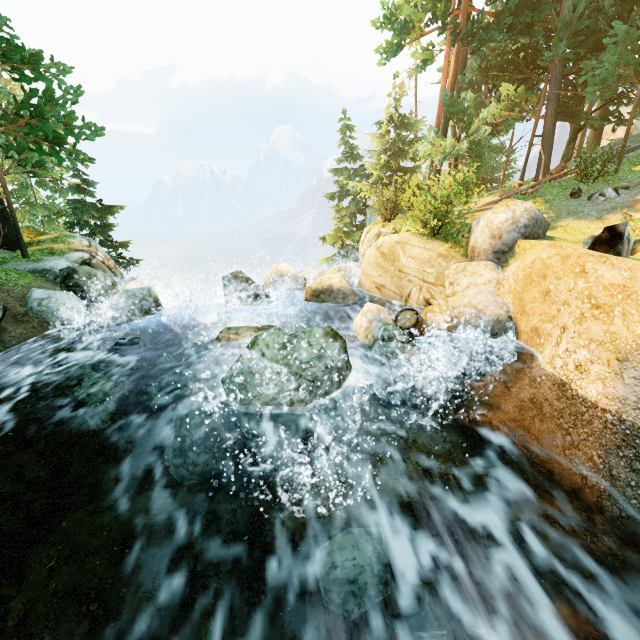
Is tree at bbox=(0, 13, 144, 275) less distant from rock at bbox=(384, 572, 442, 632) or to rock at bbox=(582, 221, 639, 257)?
rock at bbox=(582, 221, 639, 257)

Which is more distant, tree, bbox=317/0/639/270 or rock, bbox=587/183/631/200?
tree, bbox=317/0/639/270

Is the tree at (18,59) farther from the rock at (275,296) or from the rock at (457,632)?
the rock at (457,632)

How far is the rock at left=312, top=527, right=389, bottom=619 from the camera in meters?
3.8

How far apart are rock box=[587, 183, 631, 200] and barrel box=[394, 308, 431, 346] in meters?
11.1 m

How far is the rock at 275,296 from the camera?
5.4m

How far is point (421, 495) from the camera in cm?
536

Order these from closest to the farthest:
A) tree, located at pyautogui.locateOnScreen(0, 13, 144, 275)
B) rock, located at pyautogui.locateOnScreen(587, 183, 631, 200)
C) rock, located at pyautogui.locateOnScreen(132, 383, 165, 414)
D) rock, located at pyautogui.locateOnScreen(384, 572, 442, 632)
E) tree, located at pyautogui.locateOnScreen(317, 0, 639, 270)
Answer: rock, located at pyautogui.locateOnScreen(384, 572, 442, 632) < rock, located at pyautogui.locateOnScreen(132, 383, 165, 414) < tree, located at pyautogui.locateOnScreen(0, 13, 144, 275) < rock, located at pyautogui.locateOnScreen(587, 183, 631, 200) < tree, located at pyautogui.locateOnScreen(317, 0, 639, 270)
